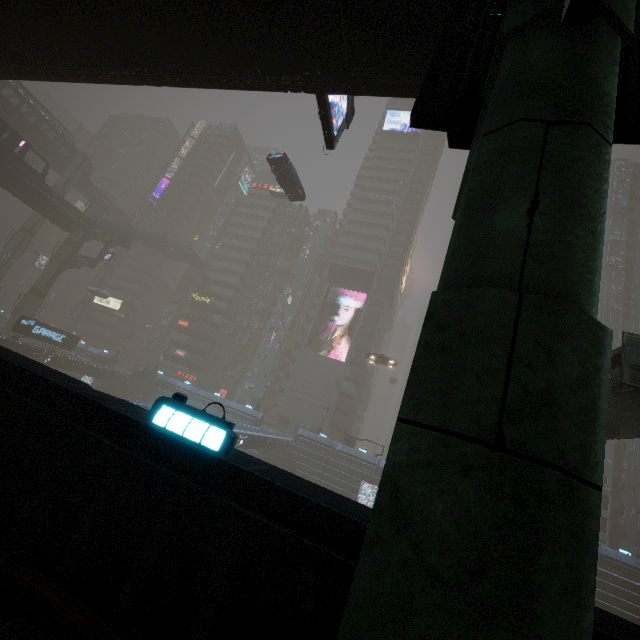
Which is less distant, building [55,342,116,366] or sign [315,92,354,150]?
sign [315,92,354,150]

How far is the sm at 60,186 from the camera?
56.2 meters

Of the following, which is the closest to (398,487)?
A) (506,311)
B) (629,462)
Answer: (506,311)

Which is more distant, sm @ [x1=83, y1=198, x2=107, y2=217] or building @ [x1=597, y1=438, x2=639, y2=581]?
sm @ [x1=83, y1=198, x2=107, y2=217]

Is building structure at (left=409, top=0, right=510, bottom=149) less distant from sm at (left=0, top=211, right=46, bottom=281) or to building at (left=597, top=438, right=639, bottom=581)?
building at (left=597, top=438, right=639, bottom=581)

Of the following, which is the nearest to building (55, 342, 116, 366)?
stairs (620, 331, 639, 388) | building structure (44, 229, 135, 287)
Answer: building structure (44, 229, 135, 287)

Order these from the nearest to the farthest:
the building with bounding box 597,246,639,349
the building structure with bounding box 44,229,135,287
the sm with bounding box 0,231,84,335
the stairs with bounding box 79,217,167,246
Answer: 1. the sm with bounding box 0,231,84,335
2. the stairs with bounding box 79,217,167,246
3. the building structure with bounding box 44,229,135,287
4. the building with bounding box 597,246,639,349

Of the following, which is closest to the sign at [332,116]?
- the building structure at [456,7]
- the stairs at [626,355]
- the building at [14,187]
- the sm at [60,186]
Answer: the building structure at [456,7]
